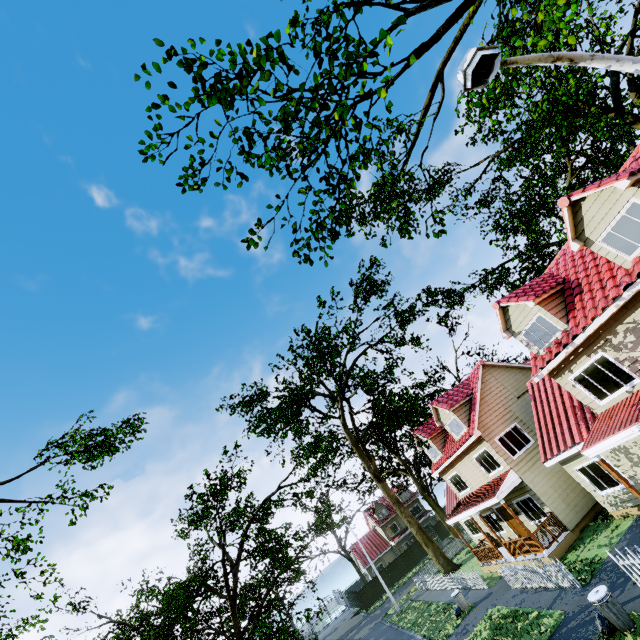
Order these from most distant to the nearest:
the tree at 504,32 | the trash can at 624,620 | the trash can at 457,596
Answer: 1. the trash can at 457,596
2. the trash can at 624,620
3. the tree at 504,32

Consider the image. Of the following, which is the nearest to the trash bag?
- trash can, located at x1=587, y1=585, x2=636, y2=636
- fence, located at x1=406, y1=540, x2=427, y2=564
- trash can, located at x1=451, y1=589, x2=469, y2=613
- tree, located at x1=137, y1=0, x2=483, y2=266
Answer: trash can, located at x1=587, y1=585, x2=636, y2=636

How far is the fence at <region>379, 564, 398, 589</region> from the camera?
43.0m

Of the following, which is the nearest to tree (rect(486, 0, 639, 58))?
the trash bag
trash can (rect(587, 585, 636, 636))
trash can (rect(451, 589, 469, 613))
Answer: trash can (rect(451, 589, 469, 613))

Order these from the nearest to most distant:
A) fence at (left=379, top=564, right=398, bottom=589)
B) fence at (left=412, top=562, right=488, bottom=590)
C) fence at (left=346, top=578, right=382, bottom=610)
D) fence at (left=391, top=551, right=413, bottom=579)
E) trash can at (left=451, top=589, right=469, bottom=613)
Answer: trash can at (left=451, top=589, right=469, bottom=613) < fence at (left=412, top=562, right=488, bottom=590) < fence at (left=346, top=578, right=382, bottom=610) < fence at (left=379, top=564, right=398, bottom=589) < fence at (left=391, top=551, right=413, bottom=579)

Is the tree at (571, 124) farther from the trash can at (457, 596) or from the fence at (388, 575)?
the trash can at (457, 596)

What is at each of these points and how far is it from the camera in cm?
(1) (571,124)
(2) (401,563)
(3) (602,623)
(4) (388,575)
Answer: (1) tree, 1895
(2) fence, 4453
(3) trash bag, 924
(4) fence, 4366
